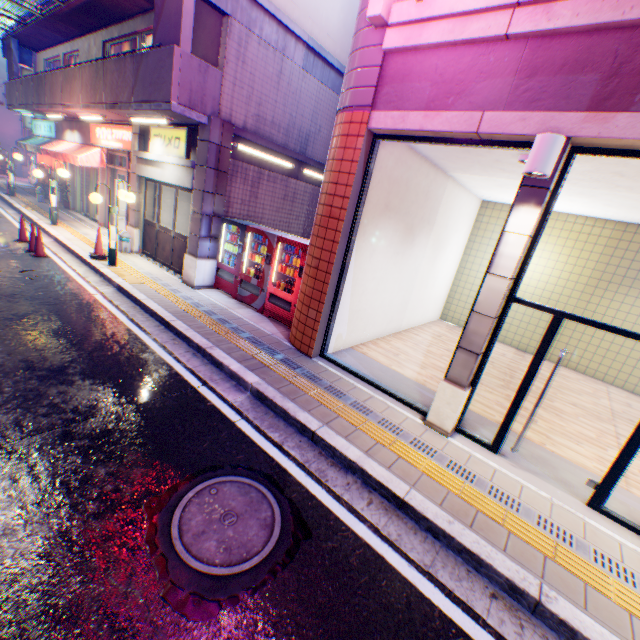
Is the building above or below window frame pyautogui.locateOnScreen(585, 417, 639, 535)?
above

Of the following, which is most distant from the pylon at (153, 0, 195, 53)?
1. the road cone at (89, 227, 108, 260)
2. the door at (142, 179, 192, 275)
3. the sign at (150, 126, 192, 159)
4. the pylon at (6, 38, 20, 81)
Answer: the pylon at (6, 38, 20, 81)

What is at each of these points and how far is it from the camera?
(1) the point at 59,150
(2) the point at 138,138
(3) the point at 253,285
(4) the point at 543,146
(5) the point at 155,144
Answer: (1) awning, 14.12m
(2) column, 10.23m
(3) vending machine, 8.48m
(4) street lamp, 3.55m
(5) sign, 9.59m

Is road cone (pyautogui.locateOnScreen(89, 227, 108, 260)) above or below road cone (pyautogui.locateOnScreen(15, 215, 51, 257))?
above

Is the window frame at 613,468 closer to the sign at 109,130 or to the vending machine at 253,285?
the vending machine at 253,285

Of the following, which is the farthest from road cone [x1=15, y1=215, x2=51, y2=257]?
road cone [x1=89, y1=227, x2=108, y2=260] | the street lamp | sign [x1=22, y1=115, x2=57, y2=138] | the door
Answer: the street lamp

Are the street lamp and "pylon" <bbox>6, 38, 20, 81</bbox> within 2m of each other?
no

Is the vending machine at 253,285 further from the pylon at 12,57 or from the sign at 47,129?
the pylon at 12,57
